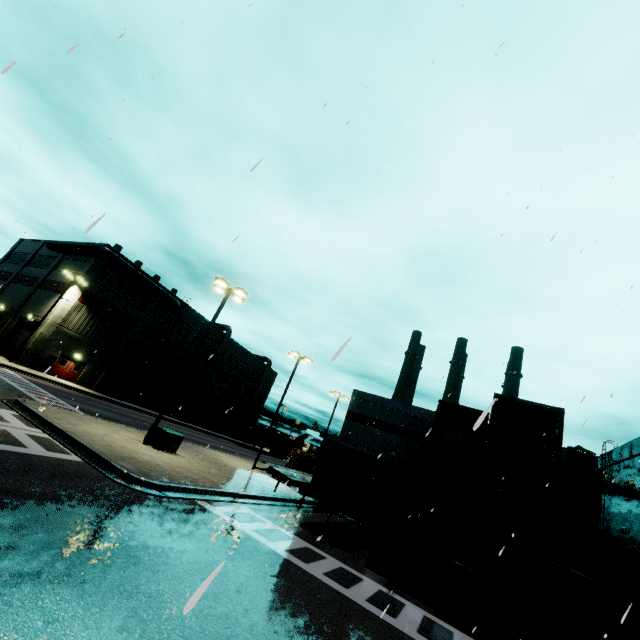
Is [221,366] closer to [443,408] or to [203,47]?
[443,408]

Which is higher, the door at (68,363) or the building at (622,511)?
the building at (622,511)

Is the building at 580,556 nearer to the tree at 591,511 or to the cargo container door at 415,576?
the tree at 591,511

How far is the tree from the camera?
24.62m

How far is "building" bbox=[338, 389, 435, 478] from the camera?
32.00m

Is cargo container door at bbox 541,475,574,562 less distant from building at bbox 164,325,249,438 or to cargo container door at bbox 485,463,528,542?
cargo container door at bbox 485,463,528,542

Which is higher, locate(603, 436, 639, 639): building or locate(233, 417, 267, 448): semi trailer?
locate(603, 436, 639, 639): building

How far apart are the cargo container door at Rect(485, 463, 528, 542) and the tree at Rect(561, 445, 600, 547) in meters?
20.0
